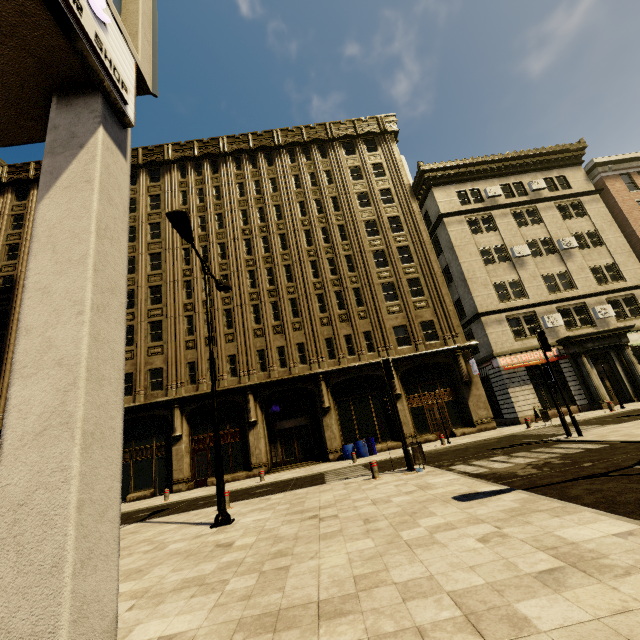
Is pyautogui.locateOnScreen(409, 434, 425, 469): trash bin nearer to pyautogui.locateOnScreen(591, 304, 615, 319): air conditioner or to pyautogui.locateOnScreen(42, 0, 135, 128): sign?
pyautogui.locateOnScreen(42, 0, 135, 128): sign

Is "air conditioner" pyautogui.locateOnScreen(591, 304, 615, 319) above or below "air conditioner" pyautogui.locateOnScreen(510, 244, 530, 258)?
below

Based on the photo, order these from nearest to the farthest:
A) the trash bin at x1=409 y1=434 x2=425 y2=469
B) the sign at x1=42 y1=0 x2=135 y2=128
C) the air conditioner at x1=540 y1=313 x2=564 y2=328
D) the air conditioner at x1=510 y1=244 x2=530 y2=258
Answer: the sign at x1=42 y1=0 x2=135 y2=128 < the trash bin at x1=409 y1=434 x2=425 y2=469 < the air conditioner at x1=540 y1=313 x2=564 y2=328 < the air conditioner at x1=510 y1=244 x2=530 y2=258

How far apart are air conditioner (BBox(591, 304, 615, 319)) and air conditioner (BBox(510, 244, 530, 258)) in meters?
5.7 m

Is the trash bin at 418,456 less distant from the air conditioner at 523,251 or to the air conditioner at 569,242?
the air conditioner at 523,251

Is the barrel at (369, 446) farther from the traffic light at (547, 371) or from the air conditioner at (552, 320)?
the air conditioner at (552, 320)

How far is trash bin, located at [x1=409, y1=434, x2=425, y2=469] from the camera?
10.8m

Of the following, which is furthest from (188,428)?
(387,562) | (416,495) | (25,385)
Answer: (25,385)
